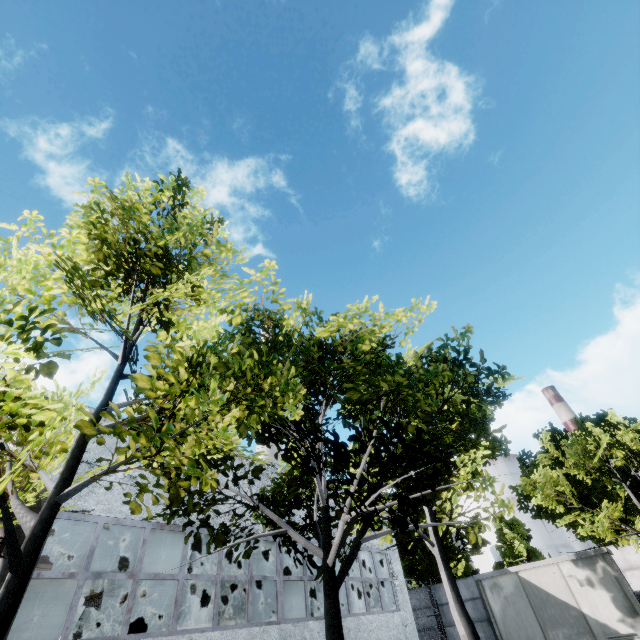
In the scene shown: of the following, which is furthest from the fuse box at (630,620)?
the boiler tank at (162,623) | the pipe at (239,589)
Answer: the boiler tank at (162,623)

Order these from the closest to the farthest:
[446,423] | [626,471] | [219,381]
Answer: [219,381]
[446,423]
[626,471]

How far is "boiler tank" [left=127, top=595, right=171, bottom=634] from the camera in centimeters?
1579cm

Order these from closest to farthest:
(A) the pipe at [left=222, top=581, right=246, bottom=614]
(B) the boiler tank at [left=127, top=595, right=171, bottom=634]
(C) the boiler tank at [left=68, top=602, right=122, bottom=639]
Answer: (A) the pipe at [left=222, top=581, right=246, bottom=614] → (C) the boiler tank at [left=68, top=602, right=122, bottom=639] → (B) the boiler tank at [left=127, top=595, right=171, bottom=634]

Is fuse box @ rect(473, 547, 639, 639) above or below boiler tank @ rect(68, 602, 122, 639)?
below

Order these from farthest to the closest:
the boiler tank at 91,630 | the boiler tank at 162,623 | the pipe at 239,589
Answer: the boiler tank at 162,623 → the boiler tank at 91,630 → the pipe at 239,589

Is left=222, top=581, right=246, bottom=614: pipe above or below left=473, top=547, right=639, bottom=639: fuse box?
above

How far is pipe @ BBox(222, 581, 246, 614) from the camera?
11.47m
